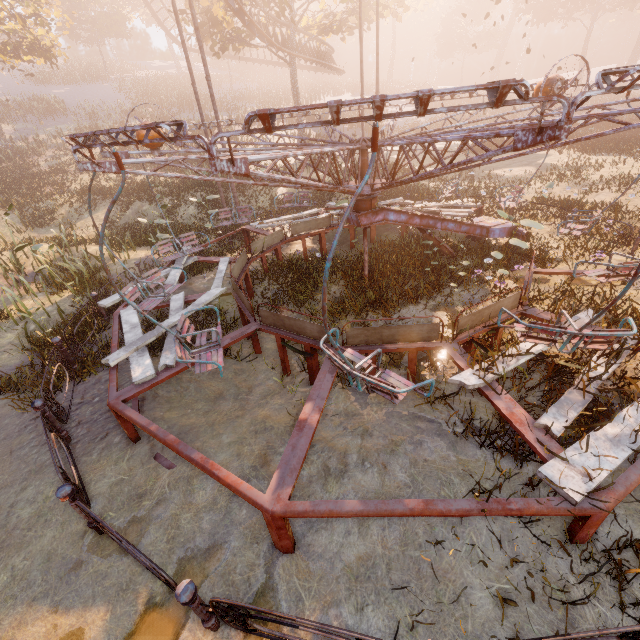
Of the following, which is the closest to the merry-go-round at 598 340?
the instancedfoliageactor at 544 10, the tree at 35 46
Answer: the instancedfoliageactor at 544 10

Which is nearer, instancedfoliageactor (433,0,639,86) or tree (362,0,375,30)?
tree (362,0,375,30)

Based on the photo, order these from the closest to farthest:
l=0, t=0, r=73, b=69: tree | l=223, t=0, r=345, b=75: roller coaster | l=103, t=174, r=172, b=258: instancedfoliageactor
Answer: l=103, t=174, r=172, b=258: instancedfoliageactor < l=223, t=0, r=345, b=75: roller coaster < l=0, t=0, r=73, b=69: tree

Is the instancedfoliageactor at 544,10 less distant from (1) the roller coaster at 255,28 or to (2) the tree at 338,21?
(2) the tree at 338,21

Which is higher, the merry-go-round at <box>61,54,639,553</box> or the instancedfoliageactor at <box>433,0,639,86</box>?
the instancedfoliageactor at <box>433,0,639,86</box>

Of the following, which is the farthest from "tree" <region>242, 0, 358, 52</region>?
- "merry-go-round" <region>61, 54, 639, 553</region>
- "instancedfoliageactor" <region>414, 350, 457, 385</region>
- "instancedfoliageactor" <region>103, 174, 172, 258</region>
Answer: "instancedfoliageactor" <region>414, 350, 457, 385</region>

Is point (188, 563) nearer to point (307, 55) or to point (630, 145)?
point (630, 145)
